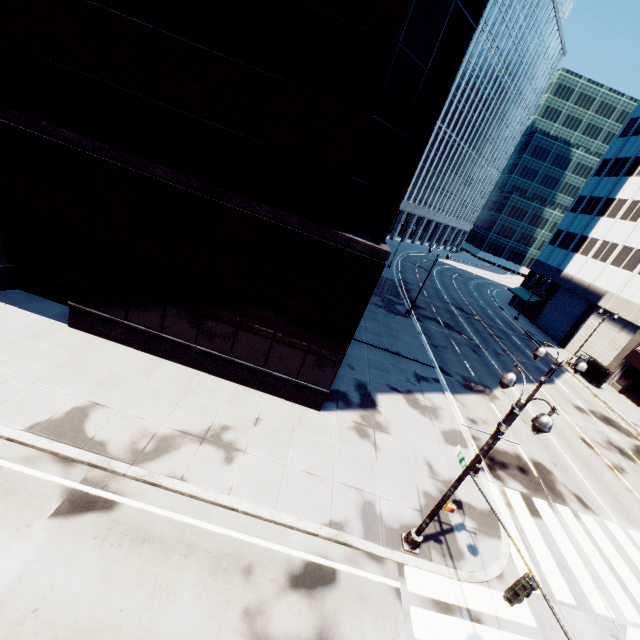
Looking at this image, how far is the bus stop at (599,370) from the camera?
33.3 meters

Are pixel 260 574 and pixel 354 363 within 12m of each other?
no

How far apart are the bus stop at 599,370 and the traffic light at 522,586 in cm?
3696

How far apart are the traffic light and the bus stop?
37.0m

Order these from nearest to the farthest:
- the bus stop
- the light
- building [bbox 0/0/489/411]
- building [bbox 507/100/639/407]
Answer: the light, building [bbox 0/0/489/411], the bus stop, building [bbox 507/100/639/407]

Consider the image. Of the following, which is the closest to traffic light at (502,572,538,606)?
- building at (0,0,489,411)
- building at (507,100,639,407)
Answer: building at (0,0,489,411)

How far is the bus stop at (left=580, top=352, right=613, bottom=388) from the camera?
33.3m

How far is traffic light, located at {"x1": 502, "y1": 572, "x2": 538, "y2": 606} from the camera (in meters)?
6.84
